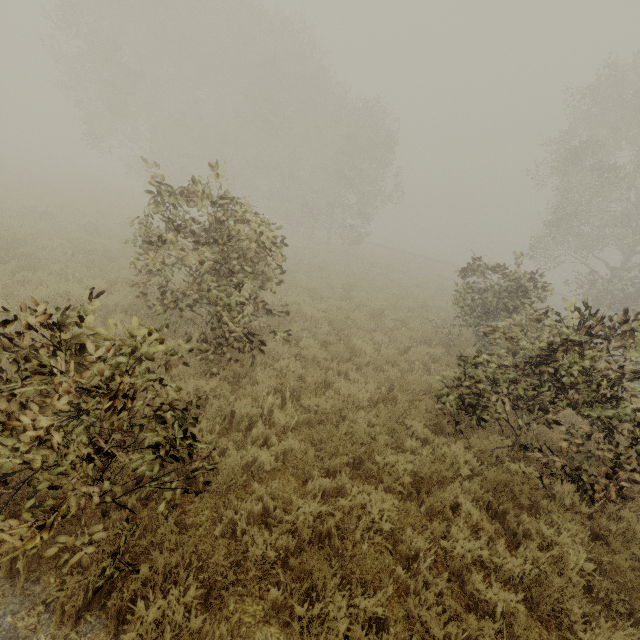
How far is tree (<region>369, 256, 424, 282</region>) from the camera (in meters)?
22.16

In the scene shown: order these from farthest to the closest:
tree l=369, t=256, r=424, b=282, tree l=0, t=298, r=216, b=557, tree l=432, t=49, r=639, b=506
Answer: tree l=369, t=256, r=424, b=282 < tree l=432, t=49, r=639, b=506 < tree l=0, t=298, r=216, b=557

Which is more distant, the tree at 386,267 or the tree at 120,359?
the tree at 386,267

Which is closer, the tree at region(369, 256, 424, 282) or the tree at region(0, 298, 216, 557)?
the tree at region(0, 298, 216, 557)

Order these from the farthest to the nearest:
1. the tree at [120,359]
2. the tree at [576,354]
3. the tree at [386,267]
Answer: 1. the tree at [386,267]
2. the tree at [576,354]
3. the tree at [120,359]

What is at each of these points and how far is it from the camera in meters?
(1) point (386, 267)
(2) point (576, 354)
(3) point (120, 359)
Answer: (1) tree, 24.6 m
(2) tree, 5.0 m
(3) tree, 2.6 m
